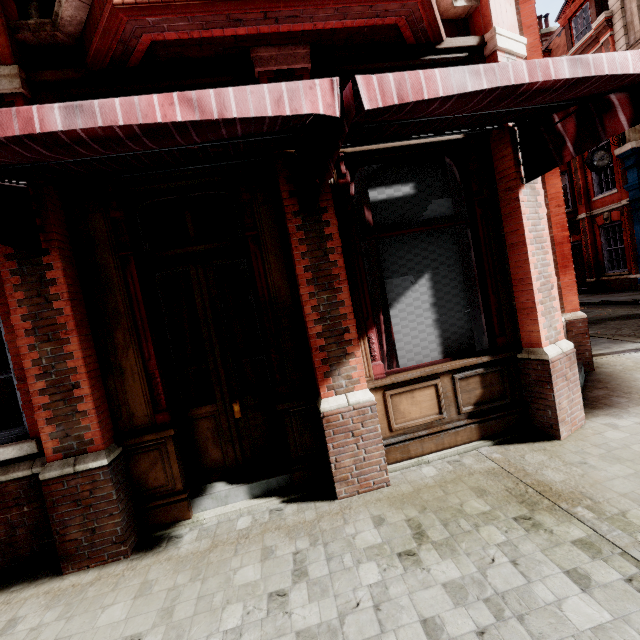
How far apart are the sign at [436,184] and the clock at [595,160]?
15.5m

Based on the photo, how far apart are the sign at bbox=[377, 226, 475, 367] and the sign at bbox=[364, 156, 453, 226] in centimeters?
13cm

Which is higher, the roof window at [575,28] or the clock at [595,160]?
the roof window at [575,28]

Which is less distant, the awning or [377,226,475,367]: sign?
the awning

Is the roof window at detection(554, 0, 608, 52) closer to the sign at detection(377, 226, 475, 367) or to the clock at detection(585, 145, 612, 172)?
the clock at detection(585, 145, 612, 172)

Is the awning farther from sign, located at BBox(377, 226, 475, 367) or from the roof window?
the roof window

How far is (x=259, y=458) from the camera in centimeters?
371cm
